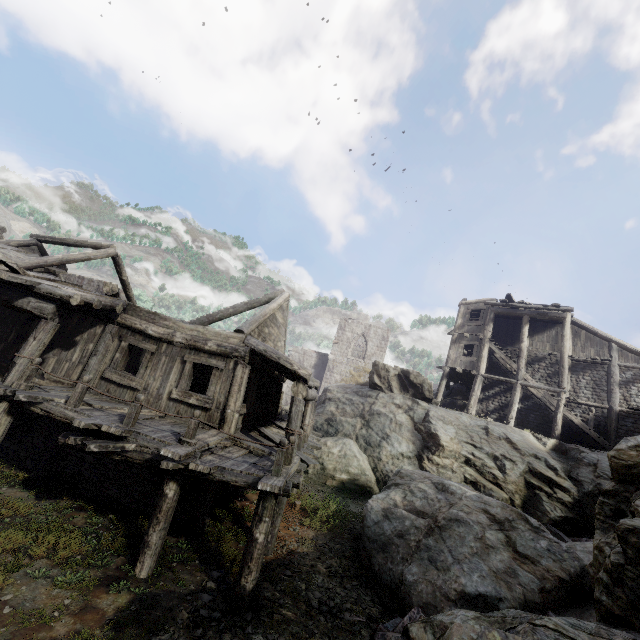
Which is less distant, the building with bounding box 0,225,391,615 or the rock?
the rock

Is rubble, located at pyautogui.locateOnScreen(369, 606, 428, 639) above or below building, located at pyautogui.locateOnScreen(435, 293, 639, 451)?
below

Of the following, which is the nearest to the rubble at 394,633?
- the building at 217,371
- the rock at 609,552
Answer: the rock at 609,552

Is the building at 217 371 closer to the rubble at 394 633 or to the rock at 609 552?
the rock at 609 552

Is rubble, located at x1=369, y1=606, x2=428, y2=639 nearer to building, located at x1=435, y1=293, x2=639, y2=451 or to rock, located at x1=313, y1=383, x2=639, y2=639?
rock, located at x1=313, y1=383, x2=639, y2=639

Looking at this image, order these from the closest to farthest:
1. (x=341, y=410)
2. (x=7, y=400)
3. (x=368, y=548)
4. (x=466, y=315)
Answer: (x=7, y=400) → (x=368, y=548) → (x=341, y=410) → (x=466, y=315)

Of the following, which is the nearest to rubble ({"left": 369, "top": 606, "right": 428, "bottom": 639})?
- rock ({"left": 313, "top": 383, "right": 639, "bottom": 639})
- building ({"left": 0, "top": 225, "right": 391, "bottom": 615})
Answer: rock ({"left": 313, "top": 383, "right": 639, "bottom": 639})
